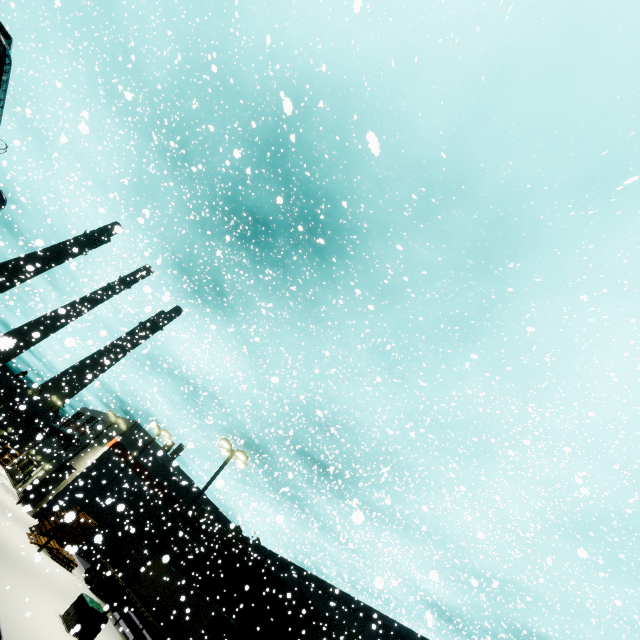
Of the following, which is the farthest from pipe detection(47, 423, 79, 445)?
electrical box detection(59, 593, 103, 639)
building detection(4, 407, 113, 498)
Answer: electrical box detection(59, 593, 103, 639)

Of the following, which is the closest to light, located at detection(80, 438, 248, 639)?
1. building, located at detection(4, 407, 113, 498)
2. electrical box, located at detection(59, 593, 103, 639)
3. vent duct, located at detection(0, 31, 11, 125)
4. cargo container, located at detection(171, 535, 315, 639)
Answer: electrical box, located at detection(59, 593, 103, 639)

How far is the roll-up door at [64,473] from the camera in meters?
29.3

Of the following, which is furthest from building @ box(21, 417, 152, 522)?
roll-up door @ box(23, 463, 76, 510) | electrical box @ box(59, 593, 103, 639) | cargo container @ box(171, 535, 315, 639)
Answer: electrical box @ box(59, 593, 103, 639)

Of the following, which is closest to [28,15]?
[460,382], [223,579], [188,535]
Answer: [460,382]

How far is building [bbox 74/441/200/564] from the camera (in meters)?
31.55

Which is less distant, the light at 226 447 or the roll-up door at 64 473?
the light at 226 447

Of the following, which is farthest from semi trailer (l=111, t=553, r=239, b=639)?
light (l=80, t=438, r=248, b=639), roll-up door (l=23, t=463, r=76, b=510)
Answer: light (l=80, t=438, r=248, b=639)
